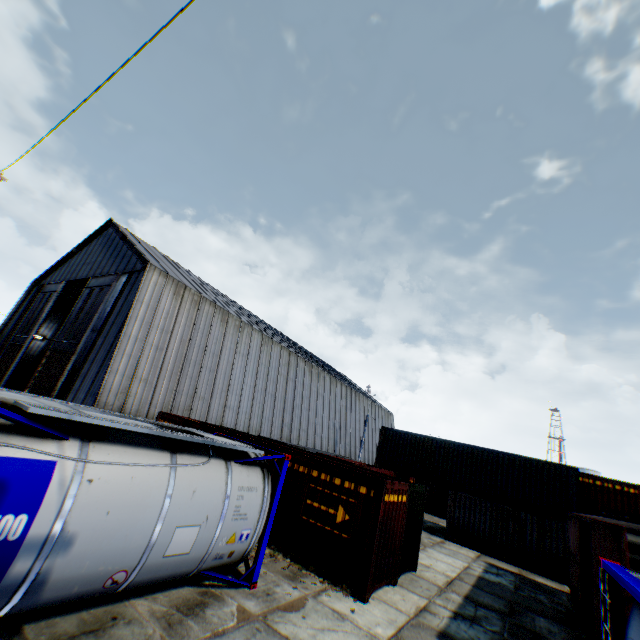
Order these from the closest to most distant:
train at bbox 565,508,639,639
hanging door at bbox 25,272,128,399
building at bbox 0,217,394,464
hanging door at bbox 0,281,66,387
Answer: train at bbox 565,508,639,639
building at bbox 0,217,394,464
hanging door at bbox 25,272,128,399
hanging door at bbox 0,281,66,387

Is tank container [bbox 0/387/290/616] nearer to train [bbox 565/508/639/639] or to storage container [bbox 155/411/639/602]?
train [bbox 565/508/639/639]

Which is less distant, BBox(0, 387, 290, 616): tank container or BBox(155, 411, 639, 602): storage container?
BBox(0, 387, 290, 616): tank container

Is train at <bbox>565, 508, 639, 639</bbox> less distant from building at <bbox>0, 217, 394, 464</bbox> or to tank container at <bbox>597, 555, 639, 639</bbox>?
tank container at <bbox>597, 555, 639, 639</bbox>

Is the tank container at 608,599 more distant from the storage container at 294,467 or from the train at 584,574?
the storage container at 294,467

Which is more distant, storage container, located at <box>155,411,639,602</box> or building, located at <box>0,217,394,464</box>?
building, located at <box>0,217,394,464</box>

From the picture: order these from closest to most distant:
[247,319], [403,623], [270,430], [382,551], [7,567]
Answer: [7,567] < [403,623] < [382,551] < [270,430] < [247,319]

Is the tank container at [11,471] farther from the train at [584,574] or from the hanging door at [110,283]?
the hanging door at [110,283]
